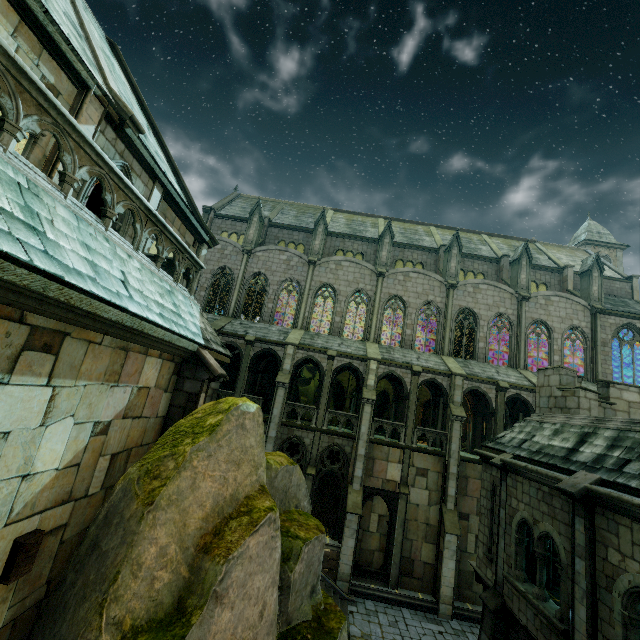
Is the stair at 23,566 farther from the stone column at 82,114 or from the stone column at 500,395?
the stone column at 500,395

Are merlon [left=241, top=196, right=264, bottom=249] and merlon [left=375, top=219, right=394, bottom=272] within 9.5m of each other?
no

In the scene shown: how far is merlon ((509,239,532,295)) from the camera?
27.20m

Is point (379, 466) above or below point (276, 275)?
below

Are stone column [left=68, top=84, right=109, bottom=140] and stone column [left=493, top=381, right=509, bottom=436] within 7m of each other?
no

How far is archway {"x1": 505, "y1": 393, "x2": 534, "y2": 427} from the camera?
22.4 meters

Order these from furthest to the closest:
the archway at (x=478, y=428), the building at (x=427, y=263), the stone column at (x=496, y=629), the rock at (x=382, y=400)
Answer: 1. the rock at (x=382, y=400)
2. the archway at (x=478, y=428)
3. the building at (x=427, y=263)
4. the stone column at (x=496, y=629)
